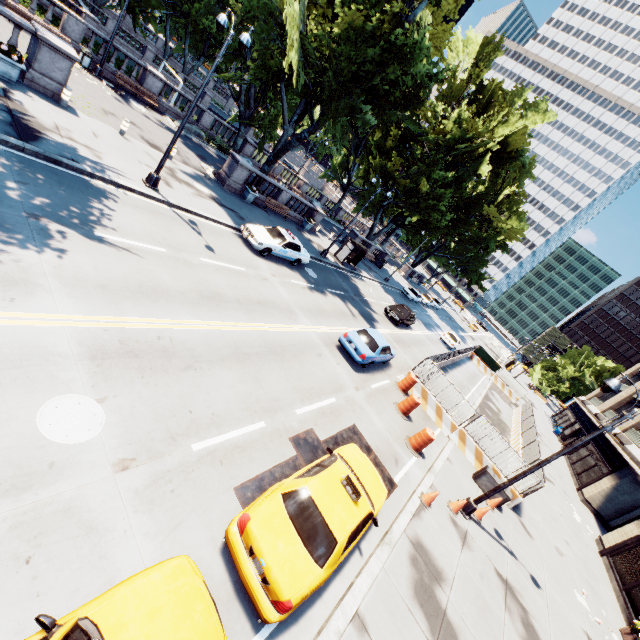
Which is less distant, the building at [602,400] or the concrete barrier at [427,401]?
the concrete barrier at [427,401]

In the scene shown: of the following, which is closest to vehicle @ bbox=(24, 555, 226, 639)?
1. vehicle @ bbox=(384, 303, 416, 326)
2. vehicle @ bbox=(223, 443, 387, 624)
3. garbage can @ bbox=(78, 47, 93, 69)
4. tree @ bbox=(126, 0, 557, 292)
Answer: vehicle @ bbox=(223, 443, 387, 624)

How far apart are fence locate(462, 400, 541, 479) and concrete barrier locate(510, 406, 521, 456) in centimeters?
0cm

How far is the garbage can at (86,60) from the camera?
20.09m

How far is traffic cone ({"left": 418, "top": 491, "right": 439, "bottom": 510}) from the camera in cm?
1116

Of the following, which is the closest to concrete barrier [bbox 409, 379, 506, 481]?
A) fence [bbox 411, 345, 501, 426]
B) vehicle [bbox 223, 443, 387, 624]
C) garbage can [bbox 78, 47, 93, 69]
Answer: fence [bbox 411, 345, 501, 426]

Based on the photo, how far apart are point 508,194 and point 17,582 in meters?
63.7 m

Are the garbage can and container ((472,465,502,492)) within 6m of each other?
no
